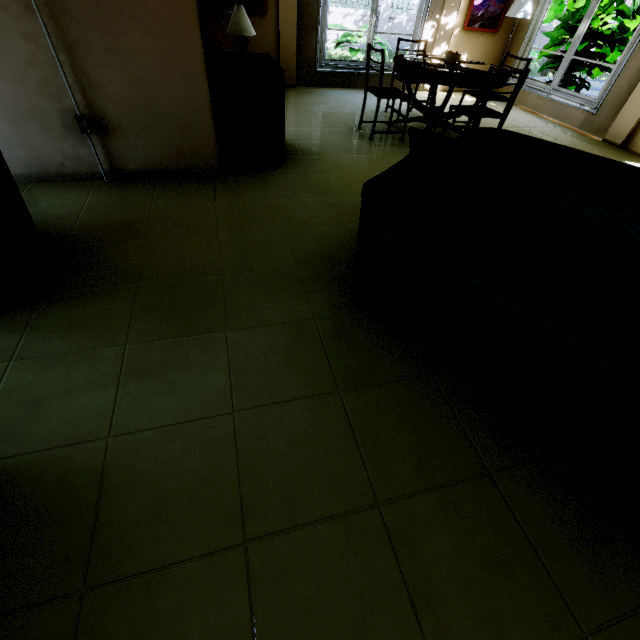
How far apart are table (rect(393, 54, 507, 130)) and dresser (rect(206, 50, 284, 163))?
1.6 meters

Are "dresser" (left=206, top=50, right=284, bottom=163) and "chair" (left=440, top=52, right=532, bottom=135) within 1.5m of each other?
no

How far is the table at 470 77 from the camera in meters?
3.6

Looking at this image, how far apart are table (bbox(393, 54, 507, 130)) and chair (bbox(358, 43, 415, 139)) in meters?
0.2

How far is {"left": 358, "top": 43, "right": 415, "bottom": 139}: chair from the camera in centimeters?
373cm

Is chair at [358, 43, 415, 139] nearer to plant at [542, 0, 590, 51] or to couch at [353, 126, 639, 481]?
couch at [353, 126, 639, 481]

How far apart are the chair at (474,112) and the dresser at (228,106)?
2.0 meters

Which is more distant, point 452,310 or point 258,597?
point 452,310
